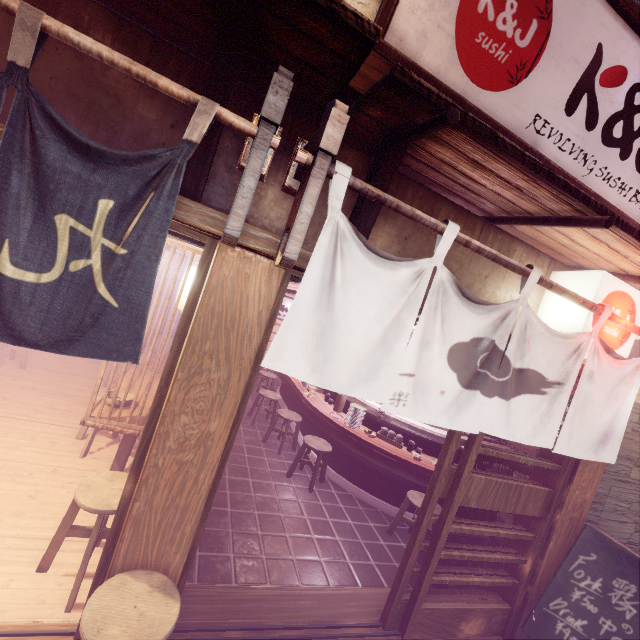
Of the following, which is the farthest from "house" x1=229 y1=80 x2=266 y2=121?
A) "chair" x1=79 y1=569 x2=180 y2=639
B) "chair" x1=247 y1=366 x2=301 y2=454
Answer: "chair" x1=247 y1=366 x2=301 y2=454

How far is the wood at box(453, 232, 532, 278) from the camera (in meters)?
3.92

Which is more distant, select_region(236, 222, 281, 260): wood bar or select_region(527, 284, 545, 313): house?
select_region(527, 284, 545, 313): house

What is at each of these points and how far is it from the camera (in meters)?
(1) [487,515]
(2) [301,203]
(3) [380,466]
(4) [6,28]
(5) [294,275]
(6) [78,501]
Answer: (1) table, 9.64
(2) wood base, 3.08
(3) table, 8.69
(4) house, 3.10
(5) door frame, 3.88
(6) chair, 4.32

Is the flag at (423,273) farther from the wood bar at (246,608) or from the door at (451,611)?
the wood bar at (246,608)

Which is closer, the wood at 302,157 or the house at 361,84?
the wood at 302,157

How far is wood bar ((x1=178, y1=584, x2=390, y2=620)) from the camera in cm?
481

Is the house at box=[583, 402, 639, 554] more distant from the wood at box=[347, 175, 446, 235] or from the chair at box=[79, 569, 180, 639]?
the chair at box=[79, 569, 180, 639]
